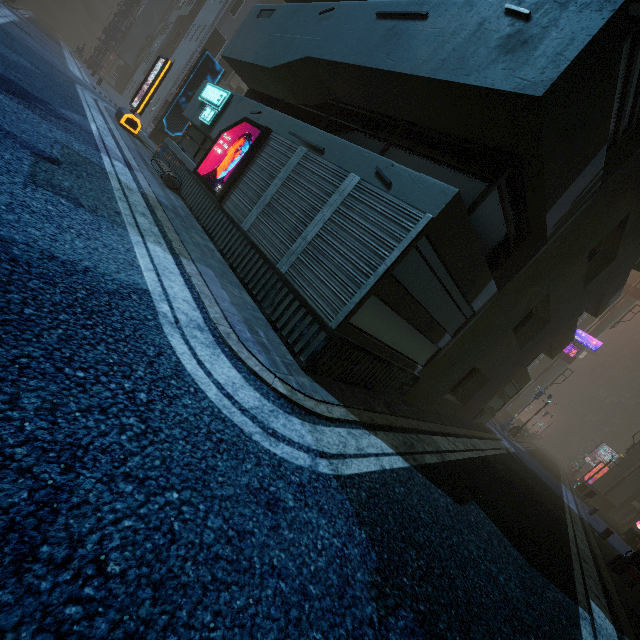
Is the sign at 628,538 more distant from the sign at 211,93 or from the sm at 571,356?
the sign at 211,93

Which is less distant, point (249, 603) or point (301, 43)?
point (249, 603)

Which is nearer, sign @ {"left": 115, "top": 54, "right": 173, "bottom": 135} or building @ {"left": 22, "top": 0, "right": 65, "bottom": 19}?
sign @ {"left": 115, "top": 54, "right": 173, "bottom": 135}

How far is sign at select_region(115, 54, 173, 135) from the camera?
13.3 meters

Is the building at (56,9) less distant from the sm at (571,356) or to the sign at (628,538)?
the sm at (571,356)

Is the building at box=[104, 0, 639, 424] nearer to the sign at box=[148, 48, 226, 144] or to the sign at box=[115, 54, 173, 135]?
the sign at box=[115, 54, 173, 135]

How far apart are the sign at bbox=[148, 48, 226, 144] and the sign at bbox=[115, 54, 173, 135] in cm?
278

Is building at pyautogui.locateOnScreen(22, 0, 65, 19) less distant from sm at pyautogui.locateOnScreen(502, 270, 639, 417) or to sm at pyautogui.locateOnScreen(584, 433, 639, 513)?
sm at pyautogui.locateOnScreen(584, 433, 639, 513)
